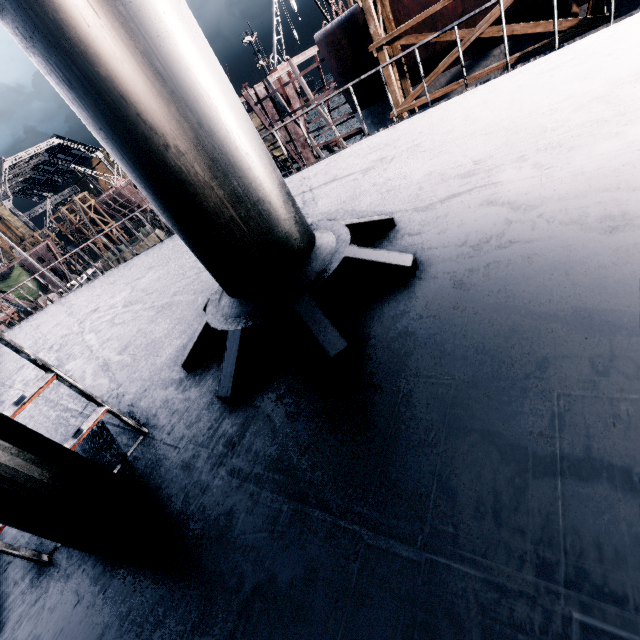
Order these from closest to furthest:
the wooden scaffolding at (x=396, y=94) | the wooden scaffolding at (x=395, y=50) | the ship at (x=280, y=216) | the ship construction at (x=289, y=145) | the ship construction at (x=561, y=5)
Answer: the ship at (x=280, y=216), the wooden scaffolding at (x=395, y=50), the ship construction at (x=561, y=5), the wooden scaffolding at (x=396, y=94), the ship construction at (x=289, y=145)

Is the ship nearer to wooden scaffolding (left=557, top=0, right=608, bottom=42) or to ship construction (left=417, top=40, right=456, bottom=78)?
wooden scaffolding (left=557, top=0, right=608, bottom=42)

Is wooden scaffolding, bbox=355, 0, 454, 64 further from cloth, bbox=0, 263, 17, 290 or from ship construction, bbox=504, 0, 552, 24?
cloth, bbox=0, 263, 17, 290

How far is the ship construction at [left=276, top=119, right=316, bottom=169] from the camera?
28.47m

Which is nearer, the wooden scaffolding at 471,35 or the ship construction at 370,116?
the wooden scaffolding at 471,35

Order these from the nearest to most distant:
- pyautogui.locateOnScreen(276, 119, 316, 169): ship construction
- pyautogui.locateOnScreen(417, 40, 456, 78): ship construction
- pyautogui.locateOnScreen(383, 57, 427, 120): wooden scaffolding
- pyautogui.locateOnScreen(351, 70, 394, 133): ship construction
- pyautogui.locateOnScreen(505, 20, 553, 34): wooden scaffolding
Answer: pyautogui.locateOnScreen(505, 20, 553, 34): wooden scaffolding < pyautogui.locateOnScreen(383, 57, 427, 120): wooden scaffolding < pyautogui.locateOnScreen(417, 40, 456, 78): ship construction < pyautogui.locateOnScreen(351, 70, 394, 133): ship construction < pyautogui.locateOnScreen(276, 119, 316, 169): ship construction

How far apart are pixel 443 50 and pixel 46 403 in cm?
2346
